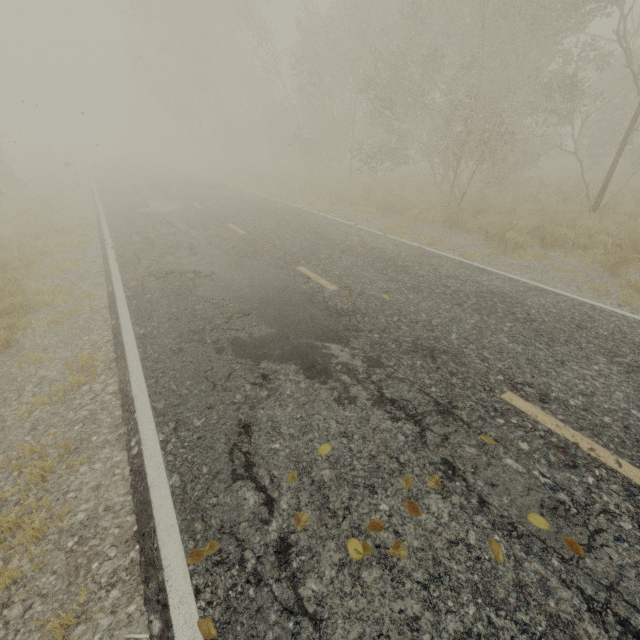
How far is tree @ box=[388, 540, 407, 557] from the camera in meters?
2.4 m

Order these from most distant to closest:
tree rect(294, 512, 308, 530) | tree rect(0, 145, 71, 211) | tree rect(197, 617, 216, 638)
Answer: tree rect(0, 145, 71, 211), tree rect(294, 512, 308, 530), tree rect(197, 617, 216, 638)

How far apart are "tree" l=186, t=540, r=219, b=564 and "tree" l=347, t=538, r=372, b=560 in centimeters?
110cm

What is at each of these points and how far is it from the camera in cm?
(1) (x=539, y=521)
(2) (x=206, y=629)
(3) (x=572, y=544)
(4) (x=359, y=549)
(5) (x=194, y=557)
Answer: (1) tree, 253
(2) tree, 212
(3) tree, 239
(4) tree, 244
(5) tree, 249

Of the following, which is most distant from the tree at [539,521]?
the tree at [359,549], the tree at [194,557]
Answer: the tree at [194,557]

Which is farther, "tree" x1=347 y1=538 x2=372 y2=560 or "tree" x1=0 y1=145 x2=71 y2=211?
"tree" x1=0 y1=145 x2=71 y2=211

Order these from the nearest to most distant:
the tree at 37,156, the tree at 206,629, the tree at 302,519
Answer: the tree at 206,629
the tree at 302,519
the tree at 37,156

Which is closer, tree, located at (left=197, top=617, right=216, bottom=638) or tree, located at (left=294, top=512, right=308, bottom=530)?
tree, located at (left=197, top=617, right=216, bottom=638)
